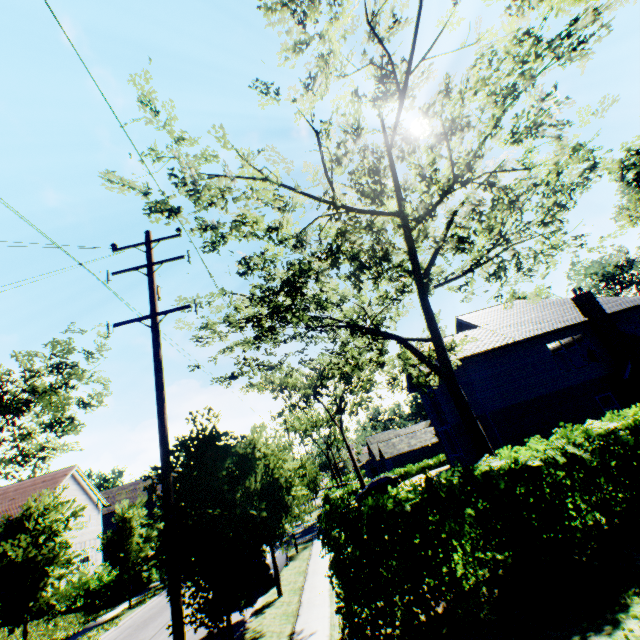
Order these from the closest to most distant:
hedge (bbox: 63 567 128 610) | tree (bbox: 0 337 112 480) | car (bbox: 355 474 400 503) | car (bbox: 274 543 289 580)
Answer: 1. car (bbox: 274 543 289 580)
2. tree (bbox: 0 337 112 480)
3. hedge (bbox: 63 567 128 610)
4. car (bbox: 355 474 400 503)

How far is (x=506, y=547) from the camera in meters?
7.8

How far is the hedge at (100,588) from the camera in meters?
23.7

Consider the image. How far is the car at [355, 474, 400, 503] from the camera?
31.7 meters

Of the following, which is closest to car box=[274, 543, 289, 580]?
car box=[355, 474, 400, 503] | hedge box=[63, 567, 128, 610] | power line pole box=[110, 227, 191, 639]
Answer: power line pole box=[110, 227, 191, 639]

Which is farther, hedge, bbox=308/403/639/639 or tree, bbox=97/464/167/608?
tree, bbox=97/464/167/608

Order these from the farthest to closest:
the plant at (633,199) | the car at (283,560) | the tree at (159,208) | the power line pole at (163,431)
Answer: the plant at (633,199) → the car at (283,560) → the tree at (159,208) → the power line pole at (163,431)

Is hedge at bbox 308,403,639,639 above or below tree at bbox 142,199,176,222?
below
